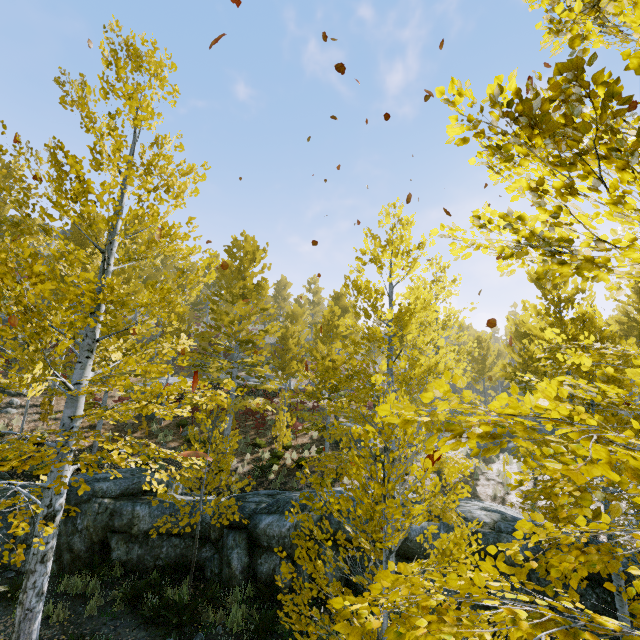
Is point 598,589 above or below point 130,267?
below

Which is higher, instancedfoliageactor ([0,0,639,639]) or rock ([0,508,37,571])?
instancedfoliageactor ([0,0,639,639])

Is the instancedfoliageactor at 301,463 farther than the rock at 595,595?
No

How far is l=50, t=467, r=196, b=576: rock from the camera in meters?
8.6

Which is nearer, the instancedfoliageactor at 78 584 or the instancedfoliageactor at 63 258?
the instancedfoliageactor at 63 258

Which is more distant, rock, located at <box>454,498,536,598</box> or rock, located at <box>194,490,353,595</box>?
rock, located at <box>194,490,353,595</box>

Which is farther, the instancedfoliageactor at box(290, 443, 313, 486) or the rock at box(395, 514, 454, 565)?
the rock at box(395, 514, 454, 565)
